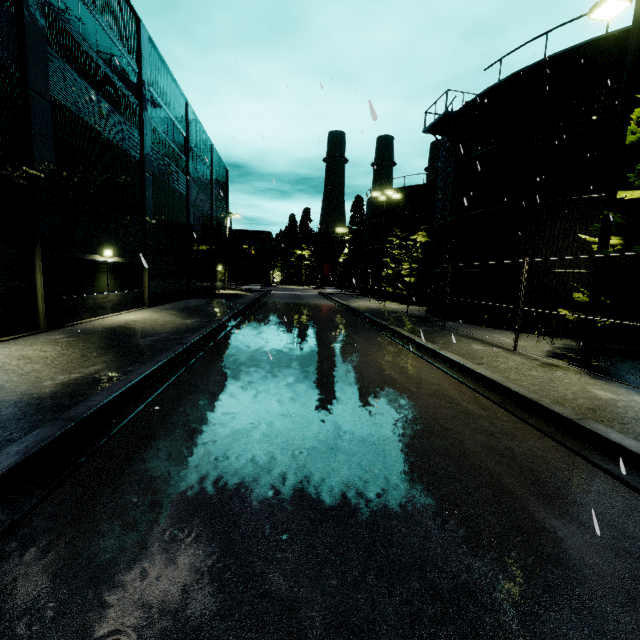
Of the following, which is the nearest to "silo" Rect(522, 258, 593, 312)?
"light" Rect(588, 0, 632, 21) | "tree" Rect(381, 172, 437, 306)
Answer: "light" Rect(588, 0, 632, 21)

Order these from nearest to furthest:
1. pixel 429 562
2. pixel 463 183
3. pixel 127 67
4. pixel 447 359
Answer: pixel 429 562, pixel 447 359, pixel 127 67, pixel 463 183

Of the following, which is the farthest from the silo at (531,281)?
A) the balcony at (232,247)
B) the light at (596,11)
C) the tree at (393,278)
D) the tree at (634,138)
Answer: the balcony at (232,247)

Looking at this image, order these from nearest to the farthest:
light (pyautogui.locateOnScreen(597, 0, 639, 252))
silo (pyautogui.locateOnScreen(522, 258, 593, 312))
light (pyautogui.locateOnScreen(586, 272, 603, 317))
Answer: light (pyautogui.locateOnScreen(597, 0, 639, 252))
light (pyautogui.locateOnScreen(586, 272, 603, 317))
silo (pyautogui.locateOnScreen(522, 258, 593, 312))

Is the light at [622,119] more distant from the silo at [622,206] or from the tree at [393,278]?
the tree at [393,278]

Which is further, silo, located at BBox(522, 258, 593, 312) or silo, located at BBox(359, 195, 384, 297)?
silo, located at BBox(359, 195, 384, 297)

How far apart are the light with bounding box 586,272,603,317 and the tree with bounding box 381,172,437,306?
21.9m
